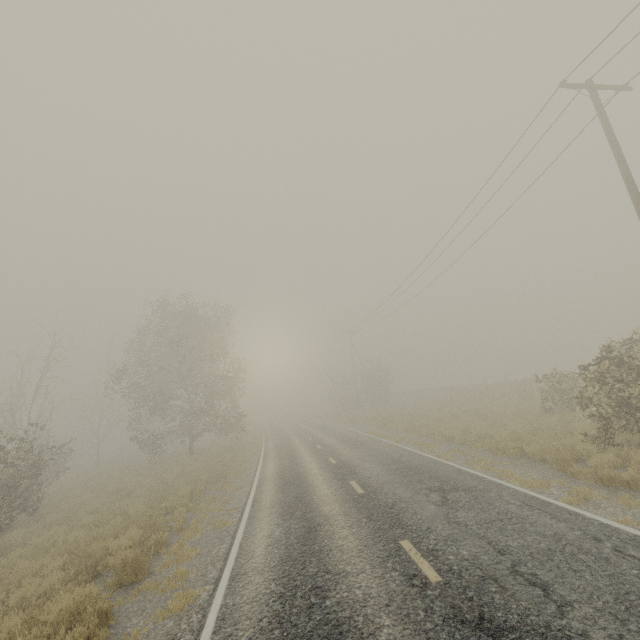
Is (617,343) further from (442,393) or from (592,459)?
(442,393)
